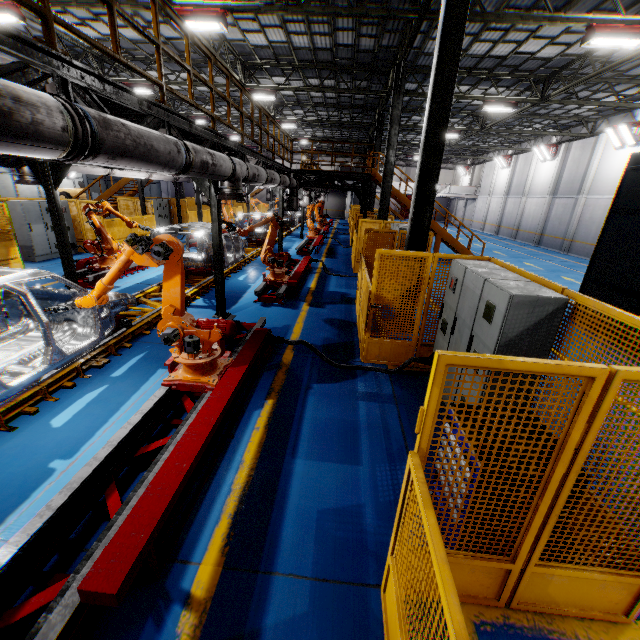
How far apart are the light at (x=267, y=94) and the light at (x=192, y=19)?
6.97m

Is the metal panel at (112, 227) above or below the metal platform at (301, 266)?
above

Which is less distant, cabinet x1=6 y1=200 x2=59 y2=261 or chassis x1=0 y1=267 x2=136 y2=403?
chassis x1=0 y1=267 x2=136 y2=403

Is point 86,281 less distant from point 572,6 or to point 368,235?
point 368,235

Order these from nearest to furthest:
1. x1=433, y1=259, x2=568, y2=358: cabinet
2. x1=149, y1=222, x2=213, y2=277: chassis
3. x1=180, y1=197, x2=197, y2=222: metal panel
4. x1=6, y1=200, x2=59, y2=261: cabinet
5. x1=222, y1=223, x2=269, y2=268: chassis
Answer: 1. x1=433, y1=259, x2=568, y2=358: cabinet
2. x1=149, y1=222, x2=213, y2=277: chassis
3. x1=222, y1=223, x2=269, y2=268: chassis
4. x1=6, y1=200, x2=59, y2=261: cabinet
5. x1=180, y1=197, x2=197, y2=222: metal panel

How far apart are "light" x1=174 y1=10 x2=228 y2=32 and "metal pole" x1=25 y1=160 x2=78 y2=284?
6.0 meters

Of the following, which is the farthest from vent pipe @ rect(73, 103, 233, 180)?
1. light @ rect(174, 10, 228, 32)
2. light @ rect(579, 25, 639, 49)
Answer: light @ rect(579, 25, 639, 49)

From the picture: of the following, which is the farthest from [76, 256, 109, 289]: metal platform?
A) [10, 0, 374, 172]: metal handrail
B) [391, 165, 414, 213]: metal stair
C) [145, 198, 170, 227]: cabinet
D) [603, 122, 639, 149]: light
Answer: [603, 122, 639, 149]: light
